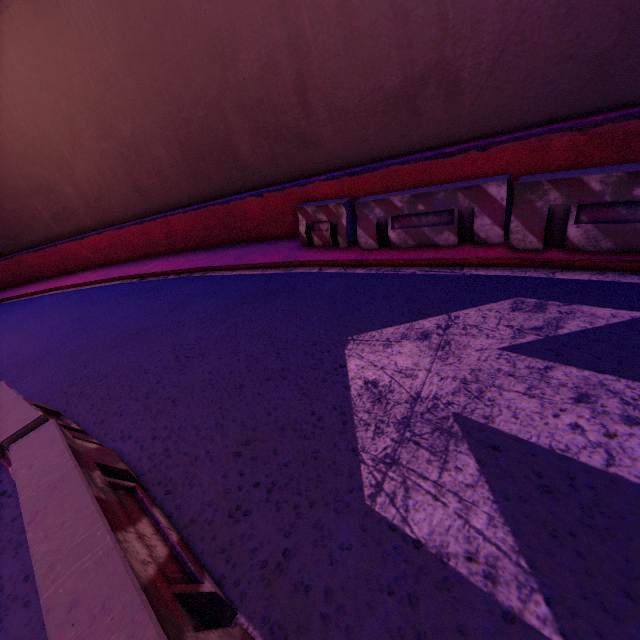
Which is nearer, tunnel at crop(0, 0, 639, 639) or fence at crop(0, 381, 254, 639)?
fence at crop(0, 381, 254, 639)

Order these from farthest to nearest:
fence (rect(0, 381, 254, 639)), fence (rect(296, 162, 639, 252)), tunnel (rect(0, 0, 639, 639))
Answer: fence (rect(296, 162, 639, 252)), tunnel (rect(0, 0, 639, 639)), fence (rect(0, 381, 254, 639))

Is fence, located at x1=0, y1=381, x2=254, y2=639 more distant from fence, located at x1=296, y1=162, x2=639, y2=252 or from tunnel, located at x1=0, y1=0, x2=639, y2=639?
fence, located at x1=296, y1=162, x2=639, y2=252

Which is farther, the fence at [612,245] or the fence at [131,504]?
the fence at [612,245]

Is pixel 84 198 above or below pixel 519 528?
above

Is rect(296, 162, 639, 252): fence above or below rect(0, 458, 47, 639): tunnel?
above

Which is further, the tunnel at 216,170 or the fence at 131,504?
the tunnel at 216,170

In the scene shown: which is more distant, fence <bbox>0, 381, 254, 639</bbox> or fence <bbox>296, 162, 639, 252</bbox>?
fence <bbox>296, 162, 639, 252</bbox>
